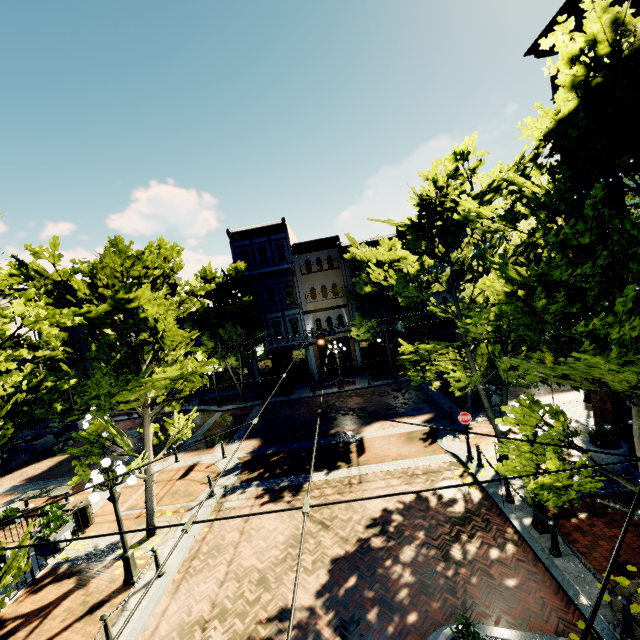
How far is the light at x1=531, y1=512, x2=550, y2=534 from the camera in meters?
8.4 m

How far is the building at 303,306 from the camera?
28.0m

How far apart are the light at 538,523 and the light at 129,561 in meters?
10.1 m

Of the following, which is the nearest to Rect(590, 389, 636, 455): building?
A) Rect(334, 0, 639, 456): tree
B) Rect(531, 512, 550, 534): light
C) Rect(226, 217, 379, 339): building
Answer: Rect(334, 0, 639, 456): tree

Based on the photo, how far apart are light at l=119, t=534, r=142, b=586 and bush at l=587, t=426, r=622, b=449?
13.9m

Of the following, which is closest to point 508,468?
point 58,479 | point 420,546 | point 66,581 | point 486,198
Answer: point 420,546

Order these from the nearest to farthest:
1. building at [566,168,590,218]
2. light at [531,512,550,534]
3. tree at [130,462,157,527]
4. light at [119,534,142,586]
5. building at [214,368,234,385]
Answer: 1. light at [531,512,550,534]
2. light at [119,534,142,586]
3. building at [566,168,590,218]
4. tree at [130,462,157,527]
5. building at [214,368,234,385]

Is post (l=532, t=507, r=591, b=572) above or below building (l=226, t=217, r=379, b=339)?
below
